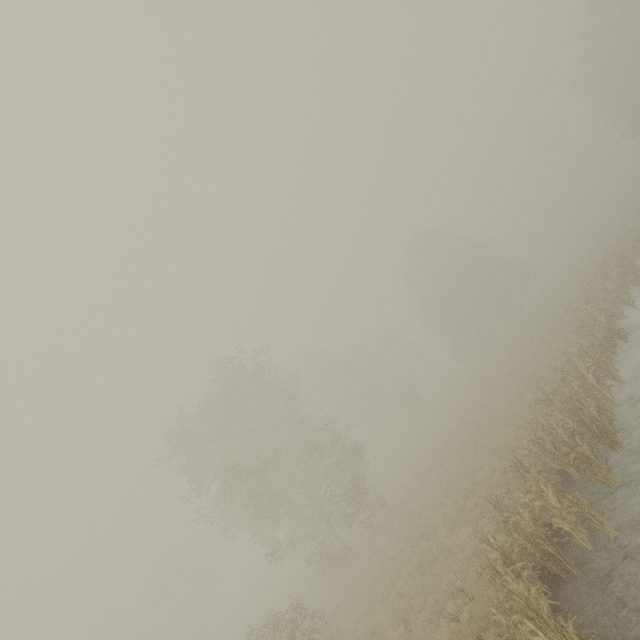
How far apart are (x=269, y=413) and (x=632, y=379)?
22.4m
